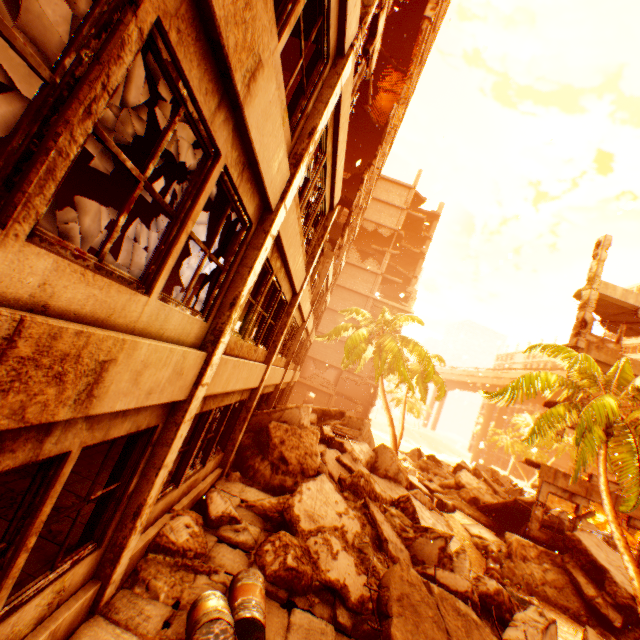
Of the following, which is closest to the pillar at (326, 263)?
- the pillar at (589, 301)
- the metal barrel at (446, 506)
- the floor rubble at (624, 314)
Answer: the metal barrel at (446, 506)

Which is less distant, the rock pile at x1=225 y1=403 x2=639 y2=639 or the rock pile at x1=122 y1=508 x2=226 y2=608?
the rock pile at x1=122 y1=508 x2=226 y2=608

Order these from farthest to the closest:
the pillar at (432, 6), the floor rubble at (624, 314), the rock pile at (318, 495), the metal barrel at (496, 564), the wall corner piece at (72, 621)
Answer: the pillar at (432, 6) → the floor rubble at (624, 314) → the metal barrel at (496, 564) → the rock pile at (318, 495) → the wall corner piece at (72, 621)

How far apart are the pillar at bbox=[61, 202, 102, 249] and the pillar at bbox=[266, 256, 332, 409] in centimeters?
810cm

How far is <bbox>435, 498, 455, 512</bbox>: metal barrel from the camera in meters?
15.3 m

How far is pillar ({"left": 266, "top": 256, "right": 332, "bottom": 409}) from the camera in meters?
14.2 m

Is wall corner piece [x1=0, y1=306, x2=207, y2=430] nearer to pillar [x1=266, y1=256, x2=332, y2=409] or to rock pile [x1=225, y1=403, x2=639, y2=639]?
rock pile [x1=225, y1=403, x2=639, y2=639]

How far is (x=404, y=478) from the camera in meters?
13.4 m
